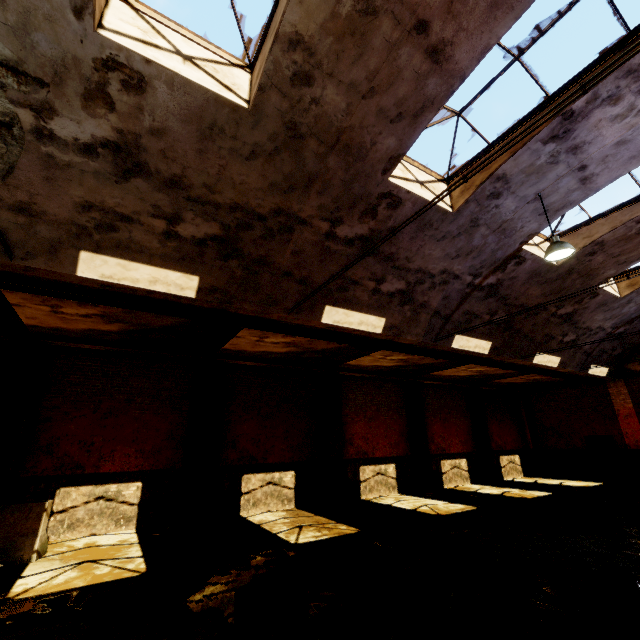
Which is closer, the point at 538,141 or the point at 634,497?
the point at 538,141

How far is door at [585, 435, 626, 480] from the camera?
16.6 meters

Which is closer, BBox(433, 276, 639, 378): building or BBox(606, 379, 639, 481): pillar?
Result: BBox(433, 276, 639, 378): building

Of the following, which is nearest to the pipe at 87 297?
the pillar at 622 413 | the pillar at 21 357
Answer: the pillar at 622 413

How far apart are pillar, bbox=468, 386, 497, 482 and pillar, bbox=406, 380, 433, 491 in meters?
4.2 m

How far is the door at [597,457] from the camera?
16.6m

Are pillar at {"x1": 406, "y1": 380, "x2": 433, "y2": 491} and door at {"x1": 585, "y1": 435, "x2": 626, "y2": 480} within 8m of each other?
no

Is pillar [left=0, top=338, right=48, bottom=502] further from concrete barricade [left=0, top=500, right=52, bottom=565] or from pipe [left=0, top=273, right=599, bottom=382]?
pipe [left=0, top=273, right=599, bottom=382]
